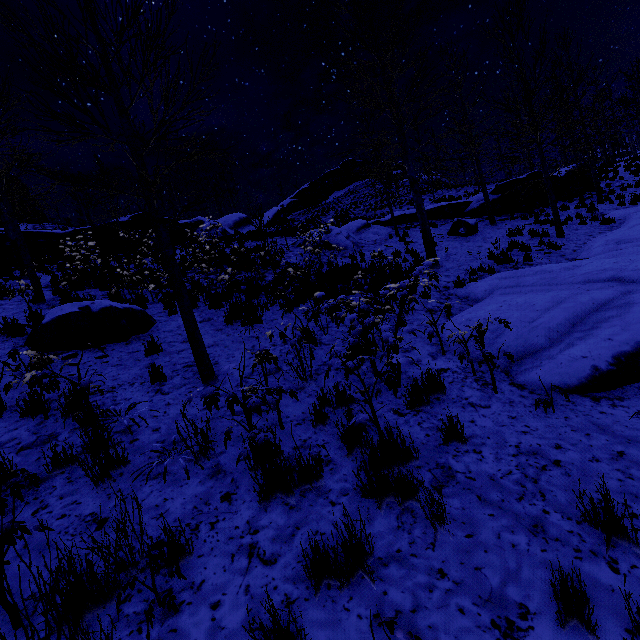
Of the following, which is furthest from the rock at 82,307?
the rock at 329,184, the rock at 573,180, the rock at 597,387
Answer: the rock at 329,184

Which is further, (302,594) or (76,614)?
(302,594)

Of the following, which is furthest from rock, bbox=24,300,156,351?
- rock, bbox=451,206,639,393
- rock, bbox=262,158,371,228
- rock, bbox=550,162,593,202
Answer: rock, bbox=262,158,371,228

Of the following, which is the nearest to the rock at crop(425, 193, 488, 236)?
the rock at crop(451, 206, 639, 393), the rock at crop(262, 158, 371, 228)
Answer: the rock at crop(451, 206, 639, 393)

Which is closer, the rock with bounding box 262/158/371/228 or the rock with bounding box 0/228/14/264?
the rock with bounding box 0/228/14/264

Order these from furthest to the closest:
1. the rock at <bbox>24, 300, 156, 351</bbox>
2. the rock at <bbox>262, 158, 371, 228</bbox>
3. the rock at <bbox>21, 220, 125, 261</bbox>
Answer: the rock at <bbox>262, 158, 371, 228</bbox>, the rock at <bbox>21, 220, 125, 261</bbox>, the rock at <bbox>24, 300, 156, 351</bbox>

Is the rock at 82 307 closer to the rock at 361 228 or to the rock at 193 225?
the rock at 361 228

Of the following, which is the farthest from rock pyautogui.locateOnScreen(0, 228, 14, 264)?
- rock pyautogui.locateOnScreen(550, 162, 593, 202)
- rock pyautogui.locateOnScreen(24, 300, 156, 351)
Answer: rock pyautogui.locateOnScreen(24, 300, 156, 351)
